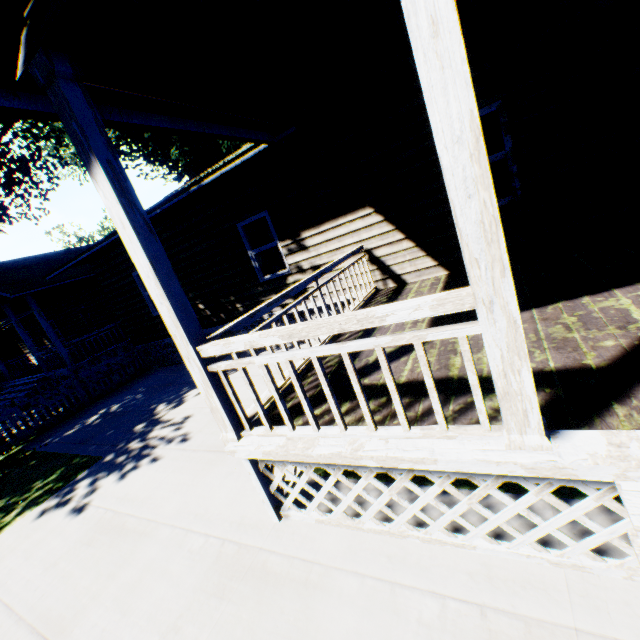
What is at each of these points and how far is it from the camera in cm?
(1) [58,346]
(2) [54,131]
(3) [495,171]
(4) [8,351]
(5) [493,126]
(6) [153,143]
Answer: (1) house, 1316
(2) plant, 1911
(3) plant, 1109
(4) plant, 2789
(5) plant, 1011
(6) plant, 3366

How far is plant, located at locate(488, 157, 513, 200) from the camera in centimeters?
1100cm

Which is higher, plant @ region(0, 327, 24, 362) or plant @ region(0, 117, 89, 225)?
plant @ region(0, 117, 89, 225)

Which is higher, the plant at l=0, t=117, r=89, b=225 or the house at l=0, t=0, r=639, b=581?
the plant at l=0, t=117, r=89, b=225

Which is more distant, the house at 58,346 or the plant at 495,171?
the plant at 495,171

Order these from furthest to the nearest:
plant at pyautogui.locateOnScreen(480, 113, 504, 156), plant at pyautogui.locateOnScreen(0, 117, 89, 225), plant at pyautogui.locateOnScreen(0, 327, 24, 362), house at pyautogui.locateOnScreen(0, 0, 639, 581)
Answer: plant at pyautogui.locateOnScreen(0, 327, 24, 362), plant at pyautogui.locateOnScreen(0, 117, 89, 225), plant at pyautogui.locateOnScreen(480, 113, 504, 156), house at pyautogui.locateOnScreen(0, 0, 639, 581)

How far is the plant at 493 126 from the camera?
9.9 meters
